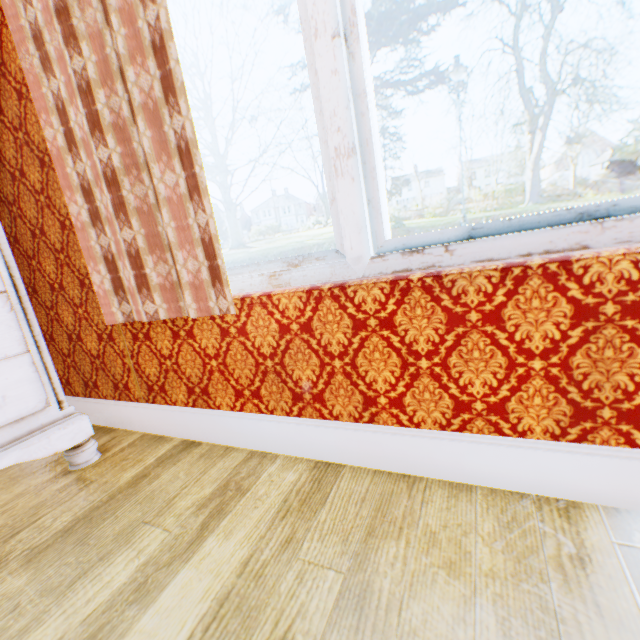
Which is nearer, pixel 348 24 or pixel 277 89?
pixel 348 24
